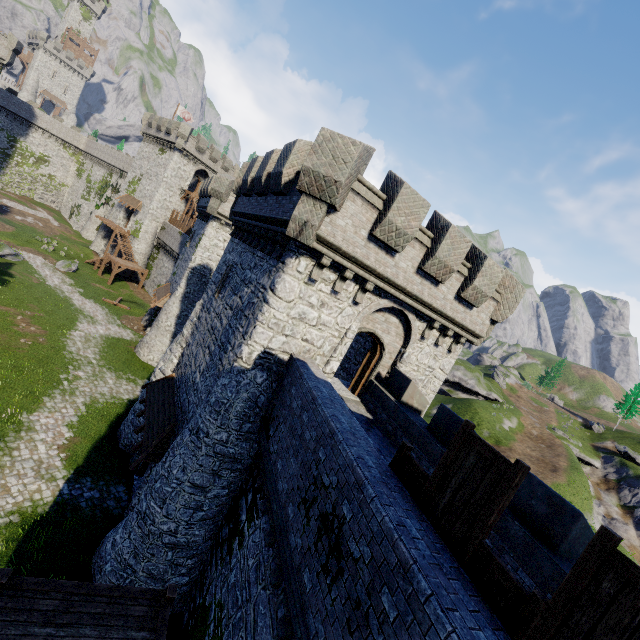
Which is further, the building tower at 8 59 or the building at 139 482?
the building tower at 8 59

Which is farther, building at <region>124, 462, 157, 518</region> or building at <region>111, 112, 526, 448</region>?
building at <region>124, 462, 157, 518</region>

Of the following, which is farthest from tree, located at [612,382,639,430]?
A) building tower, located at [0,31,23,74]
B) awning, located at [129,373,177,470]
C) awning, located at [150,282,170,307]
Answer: building tower, located at [0,31,23,74]

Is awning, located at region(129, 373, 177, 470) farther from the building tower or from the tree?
the tree

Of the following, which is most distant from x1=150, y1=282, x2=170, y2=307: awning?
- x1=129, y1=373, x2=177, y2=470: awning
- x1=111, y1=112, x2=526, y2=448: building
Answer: x1=129, y1=373, x2=177, y2=470: awning

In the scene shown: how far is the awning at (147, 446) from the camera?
12.5 meters

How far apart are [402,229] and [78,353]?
25.5 meters

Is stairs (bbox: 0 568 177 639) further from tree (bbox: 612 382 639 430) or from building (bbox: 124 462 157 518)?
tree (bbox: 612 382 639 430)
